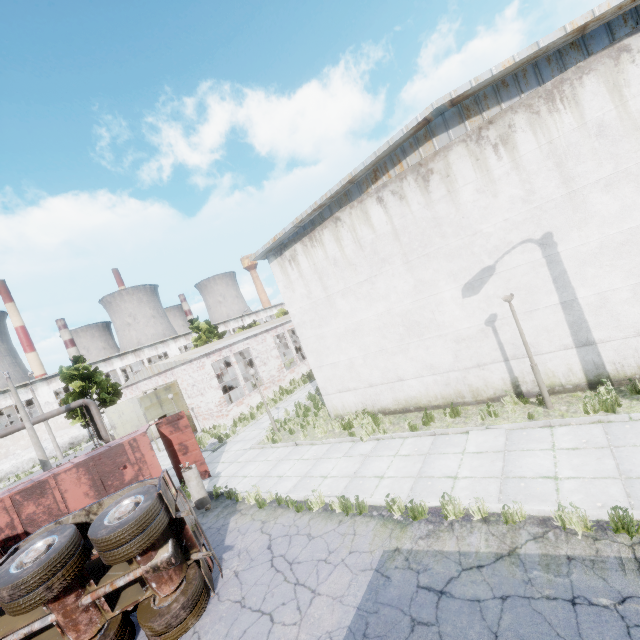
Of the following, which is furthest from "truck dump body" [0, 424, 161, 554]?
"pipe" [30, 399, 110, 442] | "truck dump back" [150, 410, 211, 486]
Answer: "pipe" [30, 399, 110, 442]

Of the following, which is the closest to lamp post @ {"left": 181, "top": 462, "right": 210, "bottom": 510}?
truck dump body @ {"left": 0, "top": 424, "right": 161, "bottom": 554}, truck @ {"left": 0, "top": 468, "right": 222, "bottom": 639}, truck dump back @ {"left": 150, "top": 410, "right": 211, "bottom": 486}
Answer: truck dump body @ {"left": 0, "top": 424, "right": 161, "bottom": 554}

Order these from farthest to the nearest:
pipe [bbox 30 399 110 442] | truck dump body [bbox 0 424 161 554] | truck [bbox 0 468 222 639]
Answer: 1. pipe [bbox 30 399 110 442]
2. truck dump body [bbox 0 424 161 554]
3. truck [bbox 0 468 222 639]

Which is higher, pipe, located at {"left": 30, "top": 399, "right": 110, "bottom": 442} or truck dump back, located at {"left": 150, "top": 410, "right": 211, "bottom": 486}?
pipe, located at {"left": 30, "top": 399, "right": 110, "bottom": 442}

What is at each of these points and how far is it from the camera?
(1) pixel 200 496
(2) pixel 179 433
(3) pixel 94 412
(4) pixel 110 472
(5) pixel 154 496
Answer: (1) lamp post, 11.10m
(2) truck dump back, 13.36m
(3) pipe, 27.75m
(4) truck dump body, 11.18m
(5) truck, 6.35m

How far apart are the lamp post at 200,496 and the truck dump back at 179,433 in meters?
1.8 m

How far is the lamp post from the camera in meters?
11.1

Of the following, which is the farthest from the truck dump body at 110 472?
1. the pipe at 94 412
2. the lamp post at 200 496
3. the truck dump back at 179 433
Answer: the pipe at 94 412
